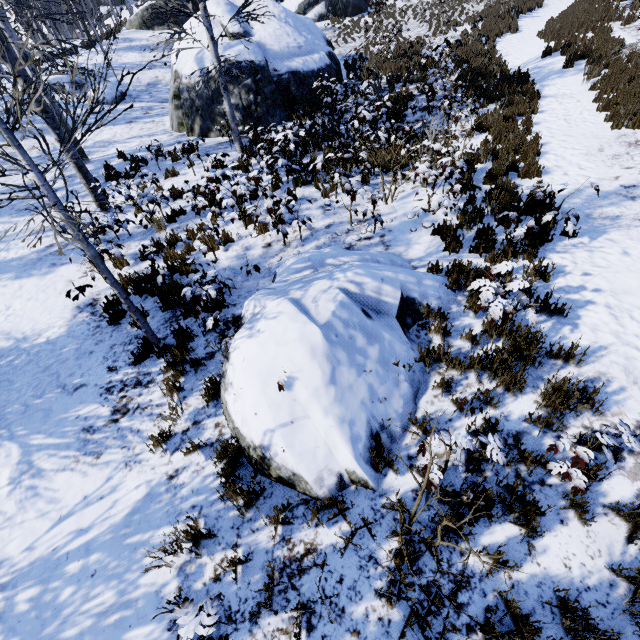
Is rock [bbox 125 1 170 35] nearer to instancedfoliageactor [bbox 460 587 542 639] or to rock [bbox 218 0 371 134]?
instancedfoliageactor [bbox 460 587 542 639]

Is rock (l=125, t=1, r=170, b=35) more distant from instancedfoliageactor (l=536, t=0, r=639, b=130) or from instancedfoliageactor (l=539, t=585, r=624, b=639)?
instancedfoliageactor (l=536, t=0, r=639, b=130)

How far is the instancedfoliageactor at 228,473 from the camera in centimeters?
325cm

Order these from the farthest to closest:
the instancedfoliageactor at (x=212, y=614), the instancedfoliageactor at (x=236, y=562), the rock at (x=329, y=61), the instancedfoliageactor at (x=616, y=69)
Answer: the rock at (x=329, y=61), the instancedfoliageactor at (x=616, y=69), the instancedfoliageactor at (x=236, y=562), the instancedfoliageactor at (x=212, y=614)

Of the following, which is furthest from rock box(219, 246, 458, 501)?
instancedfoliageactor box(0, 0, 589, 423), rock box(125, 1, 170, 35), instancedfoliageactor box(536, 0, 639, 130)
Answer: rock box(125, 1, 170, 35)

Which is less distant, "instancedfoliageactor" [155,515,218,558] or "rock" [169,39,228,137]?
"instancedfoliageactor" [155,515,218,558]

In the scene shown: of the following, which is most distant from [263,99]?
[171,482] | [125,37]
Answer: [125,37]

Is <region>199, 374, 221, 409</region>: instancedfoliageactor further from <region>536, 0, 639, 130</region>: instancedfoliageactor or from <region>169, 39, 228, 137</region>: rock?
<region>536, 0, 639, 130</region>: instancedfoliageactor
